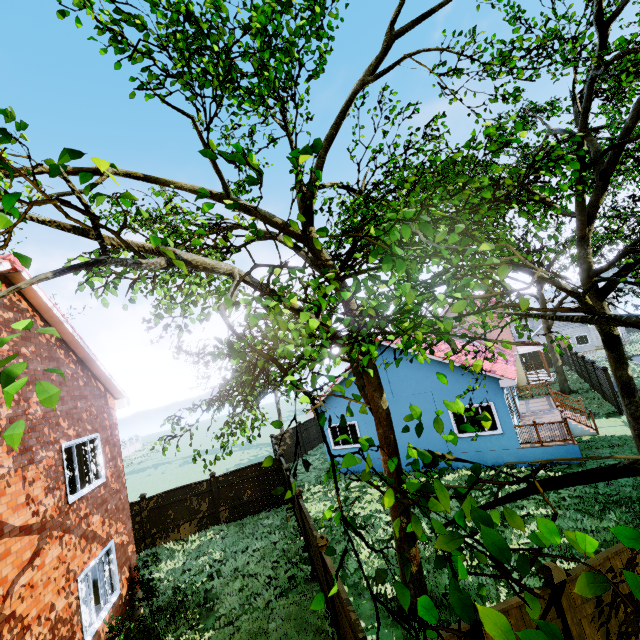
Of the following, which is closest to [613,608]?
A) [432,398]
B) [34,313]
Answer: [432,398]

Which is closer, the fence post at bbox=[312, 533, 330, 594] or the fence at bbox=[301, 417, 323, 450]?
the fence post at bbox=[312, 533, 330, 594]

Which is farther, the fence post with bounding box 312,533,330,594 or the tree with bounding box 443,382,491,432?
the fence post with bounding box 312,533,330,594

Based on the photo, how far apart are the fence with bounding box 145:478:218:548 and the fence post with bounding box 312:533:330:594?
10.06m

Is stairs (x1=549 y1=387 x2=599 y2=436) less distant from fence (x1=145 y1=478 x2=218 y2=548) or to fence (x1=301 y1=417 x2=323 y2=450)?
fence (x1=301 y1=417 x2=323 y2=450)

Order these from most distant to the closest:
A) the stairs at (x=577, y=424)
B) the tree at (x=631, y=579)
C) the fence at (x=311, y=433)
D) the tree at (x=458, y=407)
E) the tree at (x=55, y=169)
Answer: the fence at (x=311, y=433)
the stairs at (x=577, y=424)
the tree at (x=458, y=407)
the tree at (x=55, y=169)
the tree at (x=631, y=579)

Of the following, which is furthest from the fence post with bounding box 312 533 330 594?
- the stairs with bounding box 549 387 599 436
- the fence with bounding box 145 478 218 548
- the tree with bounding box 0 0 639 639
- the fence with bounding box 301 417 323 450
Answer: the stairs with bounding box 549 387 599 436

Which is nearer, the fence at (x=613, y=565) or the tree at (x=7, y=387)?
the tree at (x=7, y=387)
